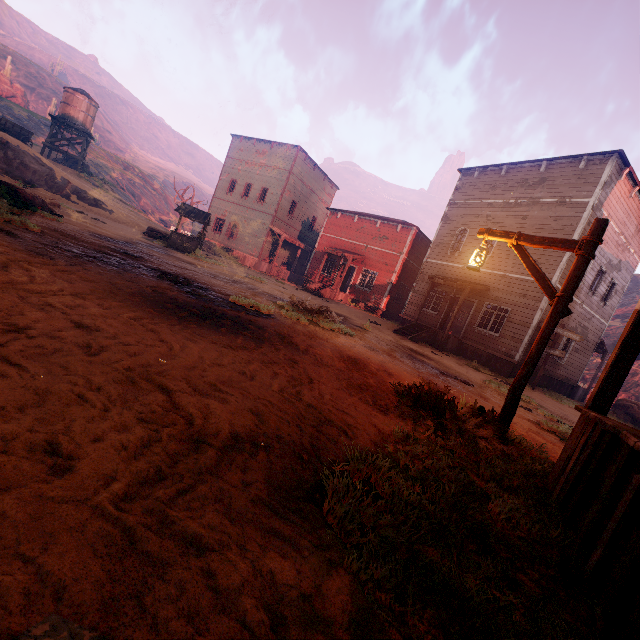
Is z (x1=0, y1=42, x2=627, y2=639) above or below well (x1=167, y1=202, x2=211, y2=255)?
below

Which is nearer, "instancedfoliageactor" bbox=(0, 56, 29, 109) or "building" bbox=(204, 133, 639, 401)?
"building" bbox=(204, 133, 639, 401)

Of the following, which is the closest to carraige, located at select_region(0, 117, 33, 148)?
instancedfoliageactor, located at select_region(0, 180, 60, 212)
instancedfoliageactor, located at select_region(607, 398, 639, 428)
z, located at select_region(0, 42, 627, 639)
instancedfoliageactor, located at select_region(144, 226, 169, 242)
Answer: z, located at select_region(0, 42, 627, 639)

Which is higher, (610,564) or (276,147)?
(276,147)

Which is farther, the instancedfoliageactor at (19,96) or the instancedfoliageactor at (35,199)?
the instancedfoliageactor at (19,96)

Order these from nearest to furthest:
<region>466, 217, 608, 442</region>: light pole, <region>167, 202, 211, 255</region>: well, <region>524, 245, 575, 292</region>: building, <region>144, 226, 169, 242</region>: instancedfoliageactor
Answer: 1. <region>466, 217, 608, 442</region>: light pole
2. <region>524, 245, 575, 292</region>: building
3. <region>167, 202, 211, 255</region>: well
4. <region>144, 226, 169, 242</region>: instancedfoliageactor

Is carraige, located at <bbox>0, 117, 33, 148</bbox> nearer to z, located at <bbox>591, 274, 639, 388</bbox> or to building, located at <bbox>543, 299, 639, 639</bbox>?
building, located at <bbox>543, 299, 639, 639</bbox>

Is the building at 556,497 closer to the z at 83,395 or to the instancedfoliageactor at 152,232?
the z at 83,395
